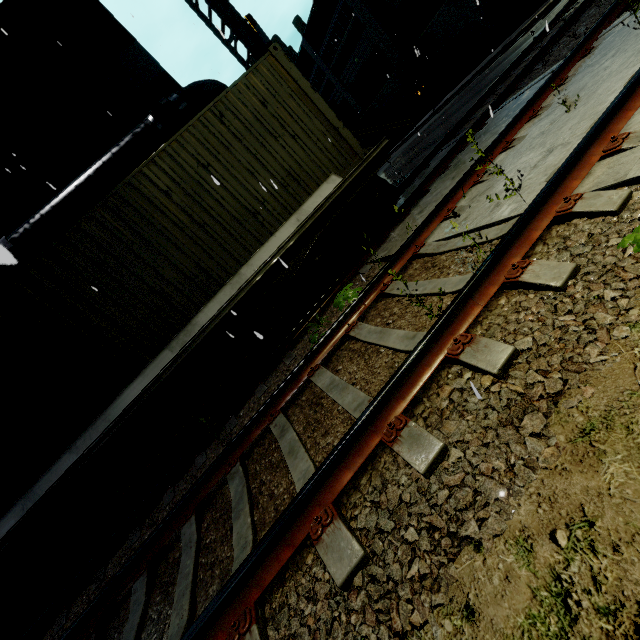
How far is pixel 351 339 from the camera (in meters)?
4.35

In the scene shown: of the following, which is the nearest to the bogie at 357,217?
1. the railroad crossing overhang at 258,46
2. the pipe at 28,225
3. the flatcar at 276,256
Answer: the flatcar at 276,256

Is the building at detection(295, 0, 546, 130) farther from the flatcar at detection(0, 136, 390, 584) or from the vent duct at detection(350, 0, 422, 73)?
the flatcar at detection(0, 136, 390, 584)

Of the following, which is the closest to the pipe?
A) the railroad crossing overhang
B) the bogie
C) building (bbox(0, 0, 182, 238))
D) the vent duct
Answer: building (bbox(0, 0, 182, 238))

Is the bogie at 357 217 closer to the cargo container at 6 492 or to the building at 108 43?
the cargo container at 6 492

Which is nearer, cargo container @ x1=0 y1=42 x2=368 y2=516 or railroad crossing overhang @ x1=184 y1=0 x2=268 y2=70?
cargo container @ x1=0 y1=42 x2=368 y2=516

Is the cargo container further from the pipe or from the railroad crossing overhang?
the railroad crossing overhang

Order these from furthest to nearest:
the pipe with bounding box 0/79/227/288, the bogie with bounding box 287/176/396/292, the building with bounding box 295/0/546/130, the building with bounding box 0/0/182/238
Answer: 1. the building with bounding box 295/0/546/130
2. the building with bounding box 0/0/182/238
3. the pipe with bounding box 0/79/227/288
4. the bogie with bounding box 287/176/396/292
